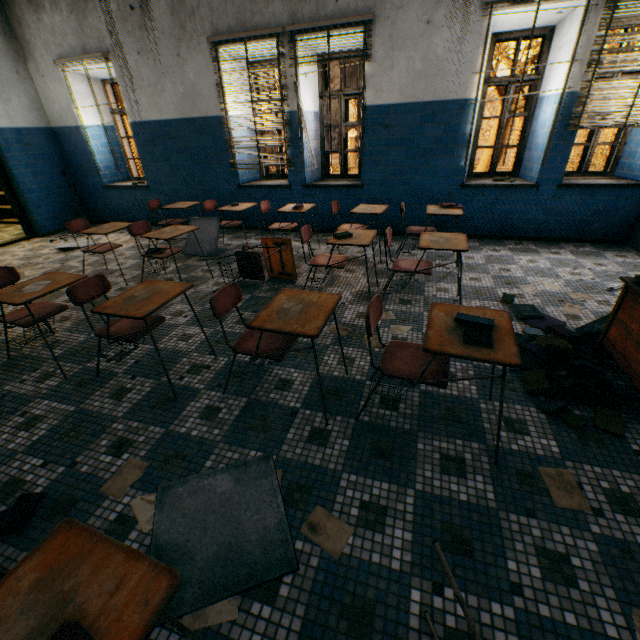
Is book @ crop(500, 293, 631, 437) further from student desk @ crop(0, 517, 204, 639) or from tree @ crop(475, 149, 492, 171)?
tree @ crop(475, 149, 492, 171)

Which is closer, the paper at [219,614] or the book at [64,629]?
the book at [64,629]

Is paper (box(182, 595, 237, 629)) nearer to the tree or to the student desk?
the student desk

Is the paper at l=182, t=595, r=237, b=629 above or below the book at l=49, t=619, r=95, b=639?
below

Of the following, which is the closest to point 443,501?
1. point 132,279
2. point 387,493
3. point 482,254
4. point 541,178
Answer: point 387,493

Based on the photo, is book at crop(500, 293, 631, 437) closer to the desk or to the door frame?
the desk

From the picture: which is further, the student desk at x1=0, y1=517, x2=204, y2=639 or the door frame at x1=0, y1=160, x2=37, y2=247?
the door frame at x1=0, y1=160, x2=37, y2=247

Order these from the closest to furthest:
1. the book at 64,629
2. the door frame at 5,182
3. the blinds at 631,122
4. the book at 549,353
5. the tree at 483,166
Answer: the book at 64,629 < the book at 549,353 < the blinds at 631,122 < the door frame at 5,182 < the tree at 483,166
